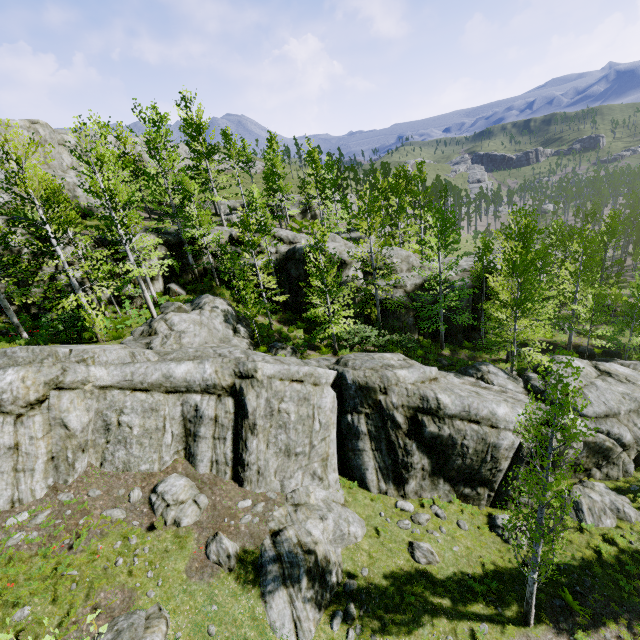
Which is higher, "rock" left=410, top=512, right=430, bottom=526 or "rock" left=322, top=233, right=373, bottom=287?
"rock" left=322, top=233, right=373, bottom=287

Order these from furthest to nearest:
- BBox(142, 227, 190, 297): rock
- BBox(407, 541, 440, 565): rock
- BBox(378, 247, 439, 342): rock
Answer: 1. BBox(378, 247, 439, 342): rock
2. BBox(142, 227, 190, 297): rock
3. BBox(407, 541, 440, 565): rock

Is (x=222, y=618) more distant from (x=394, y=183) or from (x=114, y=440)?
(x=394, y=183)

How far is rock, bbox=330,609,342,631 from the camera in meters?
10.5

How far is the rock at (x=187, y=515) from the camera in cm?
1110

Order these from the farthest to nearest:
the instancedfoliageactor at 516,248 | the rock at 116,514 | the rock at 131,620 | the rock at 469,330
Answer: the rock at 469,330
the instancedfoliageactor at 516,248
the rock at 116,514
the rock at 131,620
